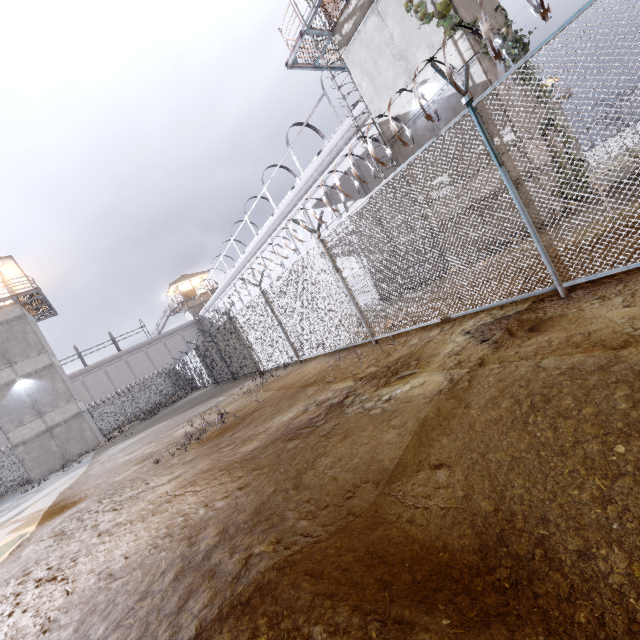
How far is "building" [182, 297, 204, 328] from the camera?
46.7 meters

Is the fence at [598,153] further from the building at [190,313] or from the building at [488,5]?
the building at [190,313]

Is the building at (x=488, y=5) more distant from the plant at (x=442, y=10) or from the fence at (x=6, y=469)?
the fence at (x=6, y=469)

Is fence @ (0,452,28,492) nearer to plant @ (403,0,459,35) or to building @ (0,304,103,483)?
building @ (0,304,103,483)

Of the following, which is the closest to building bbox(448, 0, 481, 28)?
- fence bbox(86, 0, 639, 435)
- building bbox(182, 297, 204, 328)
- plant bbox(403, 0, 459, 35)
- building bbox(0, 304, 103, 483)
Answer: plant bbox(403, 0, 459, 35)

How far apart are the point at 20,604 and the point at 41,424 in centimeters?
2449cm

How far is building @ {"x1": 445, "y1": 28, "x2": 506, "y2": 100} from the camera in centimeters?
991cm

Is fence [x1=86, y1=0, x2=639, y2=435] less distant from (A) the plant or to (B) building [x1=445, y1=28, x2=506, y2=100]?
(B) building [x1=445, y1=28, x2=506, y2=100]
